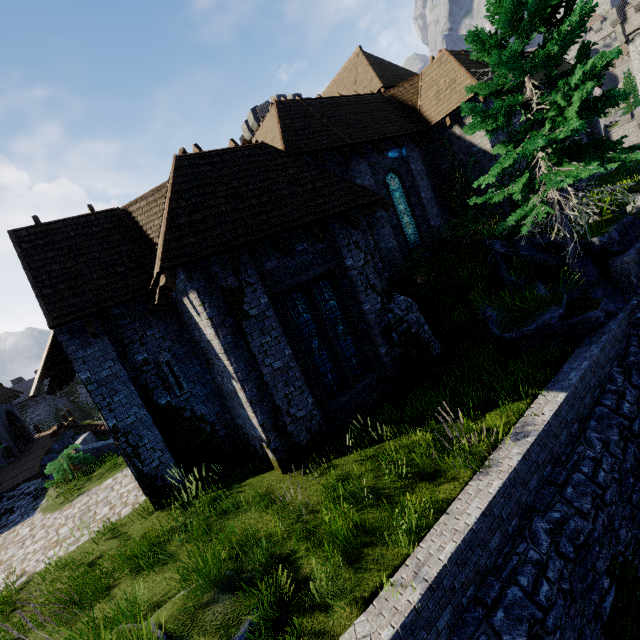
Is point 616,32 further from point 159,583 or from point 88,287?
point 159,583

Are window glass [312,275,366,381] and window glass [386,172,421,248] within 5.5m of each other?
no

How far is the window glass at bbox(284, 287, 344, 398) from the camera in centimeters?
909cm

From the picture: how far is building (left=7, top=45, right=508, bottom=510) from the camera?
8.05m

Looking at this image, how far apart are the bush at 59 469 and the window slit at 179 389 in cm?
964

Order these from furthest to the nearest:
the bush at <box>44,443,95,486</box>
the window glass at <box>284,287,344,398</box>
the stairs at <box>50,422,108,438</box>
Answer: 1. the stairs at <box>50,422,108,438</box>
2. the bush at <box>44,443,95,486</box>
3. the window glass at <box>284,287,344,398</box>

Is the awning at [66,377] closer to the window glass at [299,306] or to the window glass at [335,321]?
the window glass at [299,306]

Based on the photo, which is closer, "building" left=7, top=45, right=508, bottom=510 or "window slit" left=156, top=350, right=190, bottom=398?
"building" left=7, top=45, right=508, bottom=510
